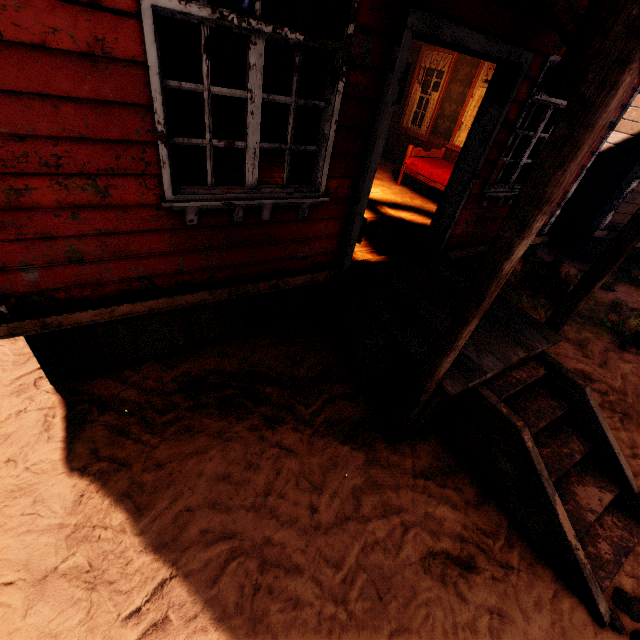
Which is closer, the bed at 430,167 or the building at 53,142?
the building at 53,142

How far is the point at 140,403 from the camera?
3.1m

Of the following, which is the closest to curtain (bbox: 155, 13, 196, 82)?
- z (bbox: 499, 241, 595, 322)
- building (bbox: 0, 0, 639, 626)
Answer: building (bbox: 0, 0, 639, 626)

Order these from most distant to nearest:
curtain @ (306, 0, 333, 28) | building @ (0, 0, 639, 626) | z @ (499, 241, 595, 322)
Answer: z @ (499, 241, 595, 322) < curtain @ (306, 0, 333, 28) < building @ (0, 0, 639, 626)

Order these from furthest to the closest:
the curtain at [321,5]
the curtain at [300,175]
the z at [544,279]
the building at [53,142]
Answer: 1. the z at [544,279]
2. the curtain at [300,175]
3. the curtain at [321,5]
4. the building at [53,142]

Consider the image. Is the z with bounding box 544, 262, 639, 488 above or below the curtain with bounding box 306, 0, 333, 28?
below

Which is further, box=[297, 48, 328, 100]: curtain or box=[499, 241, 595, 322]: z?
box=[499, 241, 595, 322]: z
